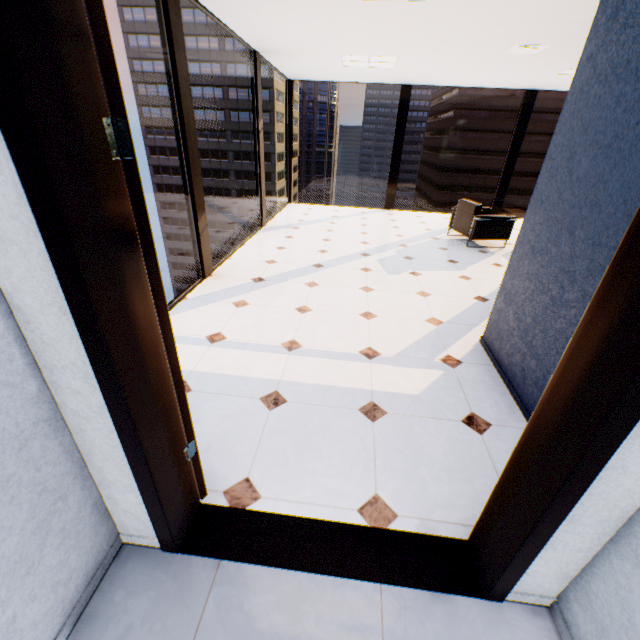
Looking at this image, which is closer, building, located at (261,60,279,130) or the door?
the door

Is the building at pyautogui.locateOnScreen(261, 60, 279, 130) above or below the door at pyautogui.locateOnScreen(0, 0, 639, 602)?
above

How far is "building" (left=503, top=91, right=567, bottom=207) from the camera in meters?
52.0 m

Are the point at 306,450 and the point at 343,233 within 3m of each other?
no

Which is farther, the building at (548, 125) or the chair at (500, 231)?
the building at (548, 125)

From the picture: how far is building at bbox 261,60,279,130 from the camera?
55.81m

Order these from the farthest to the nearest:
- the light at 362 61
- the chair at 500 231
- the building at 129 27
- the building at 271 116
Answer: the building at 271 116 → the building at 129 27 → the chair at 500 231 → the light at 362 61

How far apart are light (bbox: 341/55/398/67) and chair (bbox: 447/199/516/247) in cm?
278
